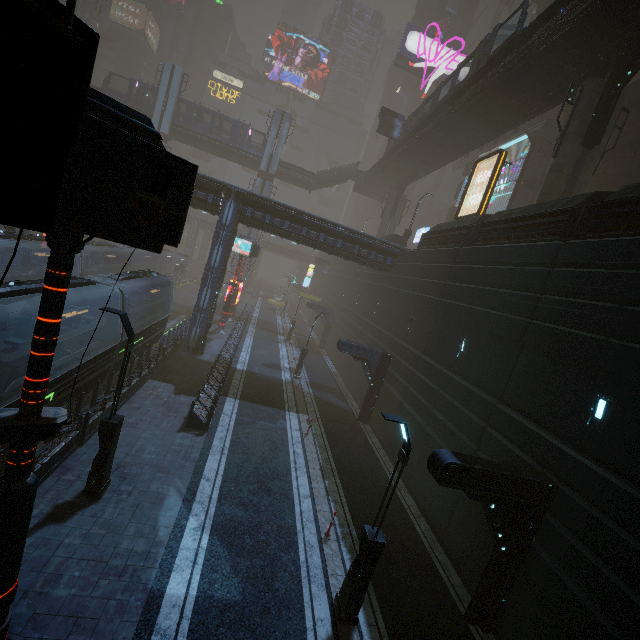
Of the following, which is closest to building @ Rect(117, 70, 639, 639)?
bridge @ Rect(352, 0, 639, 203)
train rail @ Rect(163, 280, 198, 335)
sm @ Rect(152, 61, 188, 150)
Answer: train rail @ Rect(163, 280, 198, 335)

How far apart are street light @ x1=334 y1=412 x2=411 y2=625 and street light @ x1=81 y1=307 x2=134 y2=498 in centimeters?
707cm

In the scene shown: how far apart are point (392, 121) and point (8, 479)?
39.4 meters

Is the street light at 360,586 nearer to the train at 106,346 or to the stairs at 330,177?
the train at 106,346

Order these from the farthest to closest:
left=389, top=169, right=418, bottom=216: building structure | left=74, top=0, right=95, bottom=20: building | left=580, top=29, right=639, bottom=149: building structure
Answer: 1. left=74, top=0, right=95, bottom=20: building
2. left=389, top=169, right=418, bottom=216: building structure
3. left=580, top=29, right=639, bottom=149: building structure

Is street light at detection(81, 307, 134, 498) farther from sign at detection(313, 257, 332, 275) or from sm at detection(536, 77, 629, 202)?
sign at detection(313, 257, 332, 275)

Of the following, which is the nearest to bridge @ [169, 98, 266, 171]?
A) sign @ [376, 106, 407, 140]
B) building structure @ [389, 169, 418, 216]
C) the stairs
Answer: the stairs

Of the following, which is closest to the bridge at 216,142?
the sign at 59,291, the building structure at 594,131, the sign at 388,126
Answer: the sign at 388,126
